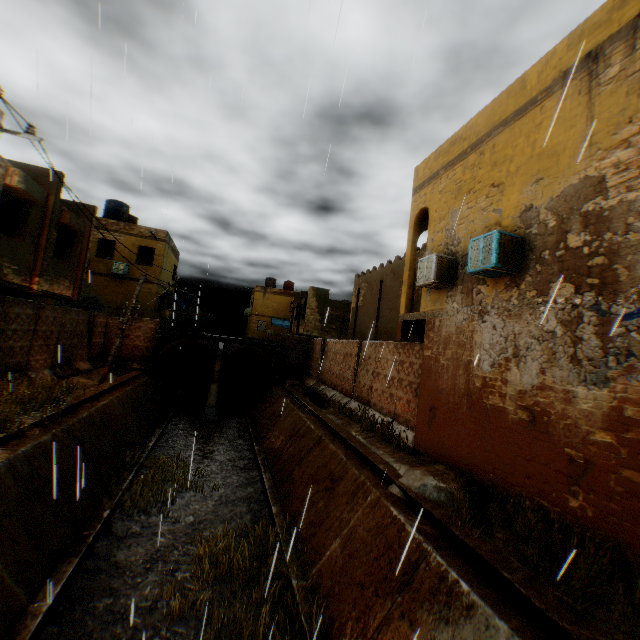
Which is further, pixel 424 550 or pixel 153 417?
pixel 153 417

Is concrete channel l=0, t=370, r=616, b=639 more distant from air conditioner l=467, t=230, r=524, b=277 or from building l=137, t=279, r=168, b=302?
air conditioner l=467, t=230, r=524, b=277

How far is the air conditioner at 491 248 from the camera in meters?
6.8

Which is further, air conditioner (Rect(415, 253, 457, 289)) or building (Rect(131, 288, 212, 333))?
building (Rect(131, 288, 212, 333))

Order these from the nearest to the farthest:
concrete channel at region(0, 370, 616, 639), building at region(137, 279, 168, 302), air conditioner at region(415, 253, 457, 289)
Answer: concrete channel at region(0, 370, 616, 639), air conditioner at region(415, 253, 457, 289), building at region(137, 279, 168, 302)

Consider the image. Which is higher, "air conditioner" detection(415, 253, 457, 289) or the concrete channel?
"air conditioner" detection(415, 253, 457, 289)

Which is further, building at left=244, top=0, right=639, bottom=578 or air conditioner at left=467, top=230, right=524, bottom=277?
air conditioner at left=467, top=230, right=524, bottom=277

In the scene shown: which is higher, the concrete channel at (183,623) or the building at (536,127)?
the building at (536,127)
